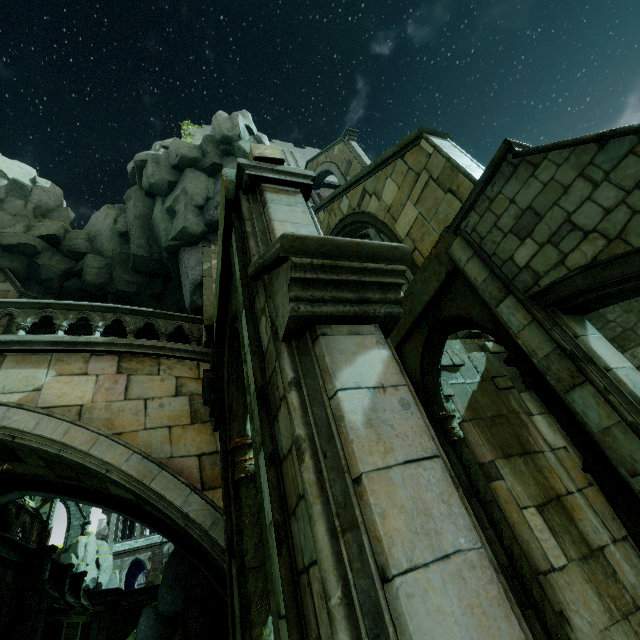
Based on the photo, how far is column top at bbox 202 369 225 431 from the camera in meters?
5.7 m

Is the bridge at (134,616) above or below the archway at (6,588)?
below

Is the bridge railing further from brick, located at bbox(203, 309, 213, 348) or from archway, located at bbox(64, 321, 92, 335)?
archway, located at bbox(64, 321, 92, 335)

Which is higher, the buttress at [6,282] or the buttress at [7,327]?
the buttress at [6,282]

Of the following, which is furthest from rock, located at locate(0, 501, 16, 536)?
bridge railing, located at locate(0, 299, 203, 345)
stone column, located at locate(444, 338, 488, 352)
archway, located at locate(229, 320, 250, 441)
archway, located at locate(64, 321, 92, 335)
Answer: archway, located at locate(229, 320, 250, 441)

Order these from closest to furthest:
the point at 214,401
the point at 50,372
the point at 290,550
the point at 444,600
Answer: the point at 444,600 → the point at 290,550 → the point at 214,401 → the point at 50,372

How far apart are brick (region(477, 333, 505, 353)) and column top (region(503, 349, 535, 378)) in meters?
4.1

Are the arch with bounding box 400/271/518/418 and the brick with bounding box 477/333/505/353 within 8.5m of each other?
yes
